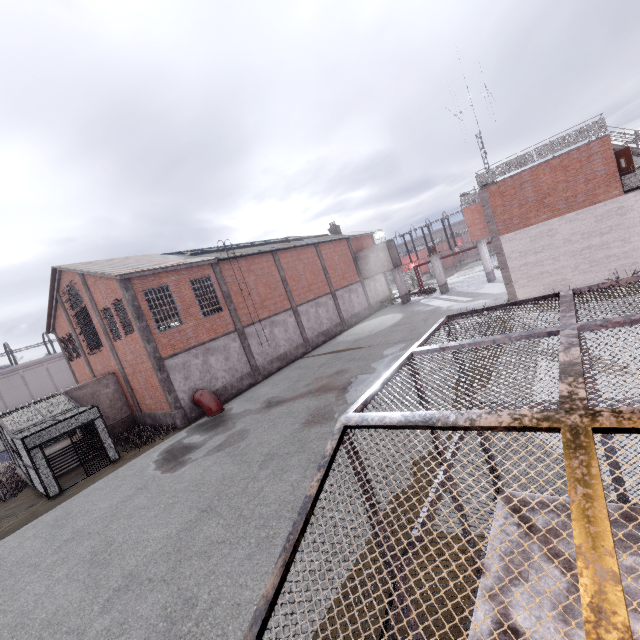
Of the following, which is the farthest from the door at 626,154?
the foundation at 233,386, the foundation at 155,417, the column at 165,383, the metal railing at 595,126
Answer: the foundation at 155,417

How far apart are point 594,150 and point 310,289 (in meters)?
20.55

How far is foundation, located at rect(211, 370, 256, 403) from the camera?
20.4 meters

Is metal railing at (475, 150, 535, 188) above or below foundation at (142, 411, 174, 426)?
above

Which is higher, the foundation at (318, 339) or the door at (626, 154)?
the door at (626, 154)

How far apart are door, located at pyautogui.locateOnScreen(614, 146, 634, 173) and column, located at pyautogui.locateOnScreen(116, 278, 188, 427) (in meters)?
26.11

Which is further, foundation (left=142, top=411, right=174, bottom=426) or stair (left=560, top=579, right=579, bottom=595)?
foundation (left=142, top=411, right=174, bottom=426)

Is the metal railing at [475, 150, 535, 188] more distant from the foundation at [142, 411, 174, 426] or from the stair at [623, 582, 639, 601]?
the foundation at [142, 411, 174, 426]
